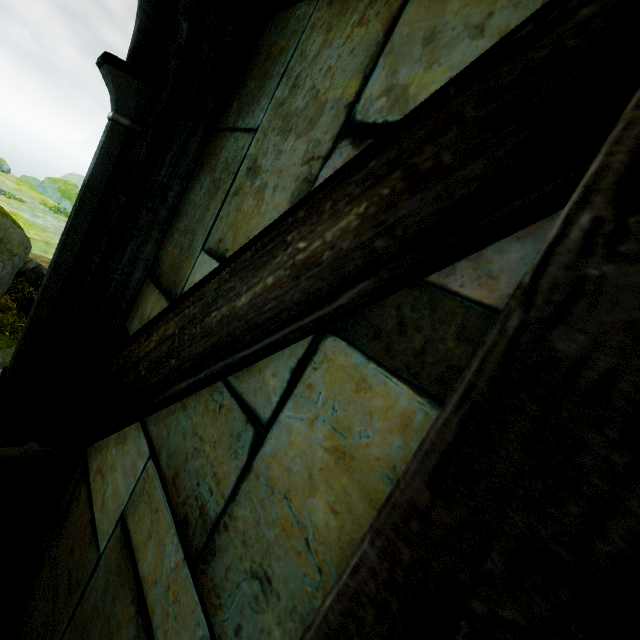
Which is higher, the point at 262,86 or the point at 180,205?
the point at 262,86

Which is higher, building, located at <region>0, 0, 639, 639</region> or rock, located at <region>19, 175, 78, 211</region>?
building, located at <region>0, 0, 639, 639</region>

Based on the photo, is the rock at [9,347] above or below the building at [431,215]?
below

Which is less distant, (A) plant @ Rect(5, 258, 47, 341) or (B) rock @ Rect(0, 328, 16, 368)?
(B) rock @ Rect(0, 328, 16, 368)

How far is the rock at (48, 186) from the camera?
31.97m

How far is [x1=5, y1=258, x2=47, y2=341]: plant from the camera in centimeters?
1137cm

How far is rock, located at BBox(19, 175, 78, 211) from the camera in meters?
32.0 m

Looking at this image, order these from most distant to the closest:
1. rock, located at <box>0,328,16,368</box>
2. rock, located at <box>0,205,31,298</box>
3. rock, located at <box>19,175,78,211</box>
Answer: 1. rock, located at <box>19,175,78,211</box>
2. rock, located at <box>0,205,31,298</box>
3. rock, located at <box>0,328,16,368</box>
